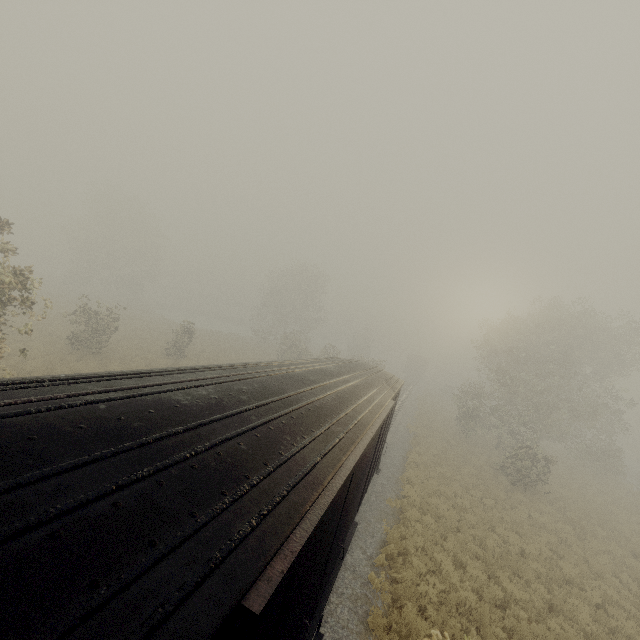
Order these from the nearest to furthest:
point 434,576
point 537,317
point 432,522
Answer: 1. point 434,576
2. point 432,522
3. point 537,317

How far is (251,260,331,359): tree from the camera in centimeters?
3763cm

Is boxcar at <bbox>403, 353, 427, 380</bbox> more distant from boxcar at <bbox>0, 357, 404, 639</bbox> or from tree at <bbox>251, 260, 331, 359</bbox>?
boxcar at <bbox>0, 357, 404, 639</bbox>

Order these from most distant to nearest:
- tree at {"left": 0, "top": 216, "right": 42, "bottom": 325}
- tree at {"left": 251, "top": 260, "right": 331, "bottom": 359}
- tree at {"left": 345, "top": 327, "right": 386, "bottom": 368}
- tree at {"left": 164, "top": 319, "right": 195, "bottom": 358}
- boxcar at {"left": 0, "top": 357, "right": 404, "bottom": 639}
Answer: tree at {"left": 251, "top": 260, "right": 331, "bottom": 359}, tree at {"left": 345, "top": 327, "right": 386, "bottom": 368}, tree at {"left": 164, "top": 319, "right": 195, "bottom": 358}, tree at {"left": 0, "top": 216, "right": 42, "bottom": 325}, boxcar at {"left": 0, "top": 357, "right": 404, "bottom": 639}

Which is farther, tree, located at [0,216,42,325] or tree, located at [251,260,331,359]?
tree, located at [251,260,331,359]

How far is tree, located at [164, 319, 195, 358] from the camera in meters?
26.8 m

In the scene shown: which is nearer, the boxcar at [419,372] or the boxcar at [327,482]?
the boxcar at [327,482]

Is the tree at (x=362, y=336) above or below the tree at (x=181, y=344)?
above
